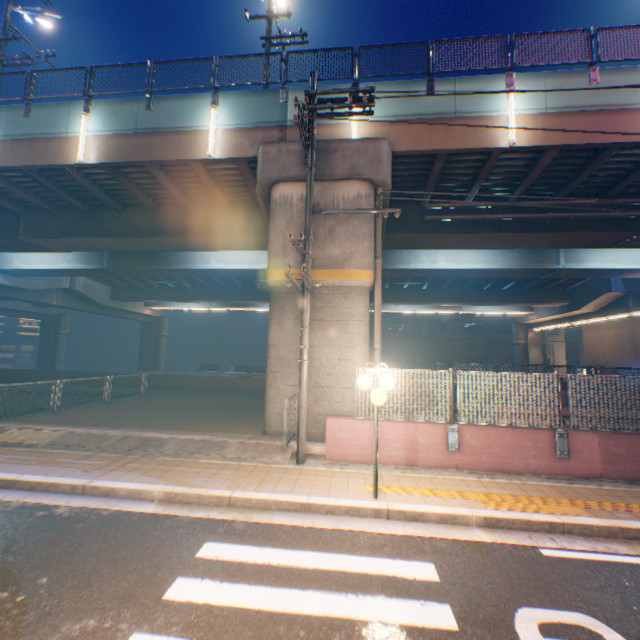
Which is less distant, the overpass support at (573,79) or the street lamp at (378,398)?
the street lamp at (378,398)

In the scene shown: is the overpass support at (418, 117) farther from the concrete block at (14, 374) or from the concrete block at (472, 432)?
the concrete block at (472, 432)

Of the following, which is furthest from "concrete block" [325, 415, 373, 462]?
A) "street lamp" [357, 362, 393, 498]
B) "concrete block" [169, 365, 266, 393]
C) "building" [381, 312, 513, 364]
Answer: "building" [381, 312, 513, 364]

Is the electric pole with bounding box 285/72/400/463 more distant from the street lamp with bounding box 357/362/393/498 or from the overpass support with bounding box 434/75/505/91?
the street lamp with bounding box 357/362/393/498

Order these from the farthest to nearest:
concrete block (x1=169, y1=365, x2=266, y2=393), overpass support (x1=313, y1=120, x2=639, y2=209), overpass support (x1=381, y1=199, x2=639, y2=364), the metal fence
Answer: concrete block (x1=169, y1=365, x2=266, y2=393) < overpass support (x1=381, y1=199, x2=639, y2=364) < overpass support (x1=313, y1=120, x2=639, y2=209) < the metal fence

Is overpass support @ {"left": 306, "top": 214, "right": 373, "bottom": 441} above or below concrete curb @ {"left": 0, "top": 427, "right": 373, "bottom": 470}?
above

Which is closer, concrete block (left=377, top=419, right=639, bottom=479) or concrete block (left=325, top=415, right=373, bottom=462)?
concrete block (left=377, top=419, right=639, bottom=479)

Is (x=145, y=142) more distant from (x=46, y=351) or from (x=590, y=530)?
(x=46, y=351)
